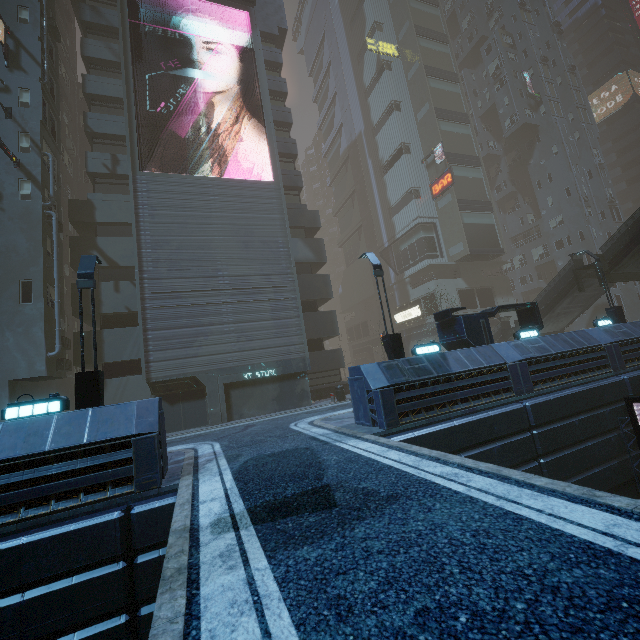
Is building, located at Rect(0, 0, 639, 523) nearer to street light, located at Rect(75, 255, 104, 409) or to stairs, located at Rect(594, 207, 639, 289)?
street light, located at Rect(75, 255, 104, 409)

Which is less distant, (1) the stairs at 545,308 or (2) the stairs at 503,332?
(1) the stairs at 545,308

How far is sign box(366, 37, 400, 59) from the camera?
40.7m

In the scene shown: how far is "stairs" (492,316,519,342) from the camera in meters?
26.1 m

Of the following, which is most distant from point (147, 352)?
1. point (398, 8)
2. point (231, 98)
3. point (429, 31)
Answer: point (398, 8)

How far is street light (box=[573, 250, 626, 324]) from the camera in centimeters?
1880cm

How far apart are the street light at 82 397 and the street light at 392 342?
9.67m

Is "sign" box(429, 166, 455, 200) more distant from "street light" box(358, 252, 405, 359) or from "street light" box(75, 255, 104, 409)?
"street light" box(75, 255, 104, 409)
